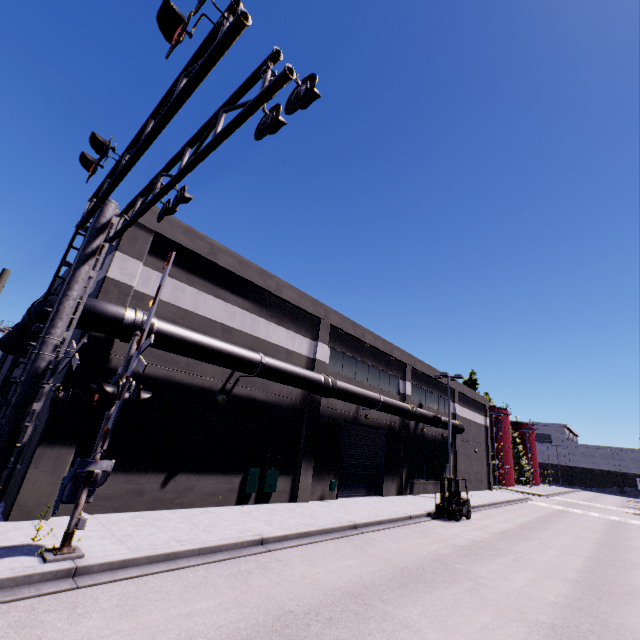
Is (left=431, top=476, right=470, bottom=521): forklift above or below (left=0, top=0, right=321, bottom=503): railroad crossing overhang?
below

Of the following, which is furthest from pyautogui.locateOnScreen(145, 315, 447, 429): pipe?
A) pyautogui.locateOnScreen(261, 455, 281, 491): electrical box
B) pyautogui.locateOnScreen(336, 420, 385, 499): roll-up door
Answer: pyautogui.locateOnScreen(261, 455, 281, 491): electrical box

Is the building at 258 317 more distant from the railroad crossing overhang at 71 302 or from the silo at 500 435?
the railroad crossing overhang at 71 302

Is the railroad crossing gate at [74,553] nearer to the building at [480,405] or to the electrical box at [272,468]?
the building at [480,405]

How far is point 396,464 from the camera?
23.9 meters

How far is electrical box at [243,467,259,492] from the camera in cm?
1415

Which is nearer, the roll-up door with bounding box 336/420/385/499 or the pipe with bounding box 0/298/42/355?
the pipe with bounding box 0/298/42/355

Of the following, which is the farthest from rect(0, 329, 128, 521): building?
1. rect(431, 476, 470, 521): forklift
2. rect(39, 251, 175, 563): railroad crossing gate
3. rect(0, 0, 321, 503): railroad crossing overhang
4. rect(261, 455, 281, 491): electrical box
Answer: rect(431, 476, 470, 521): forklift
